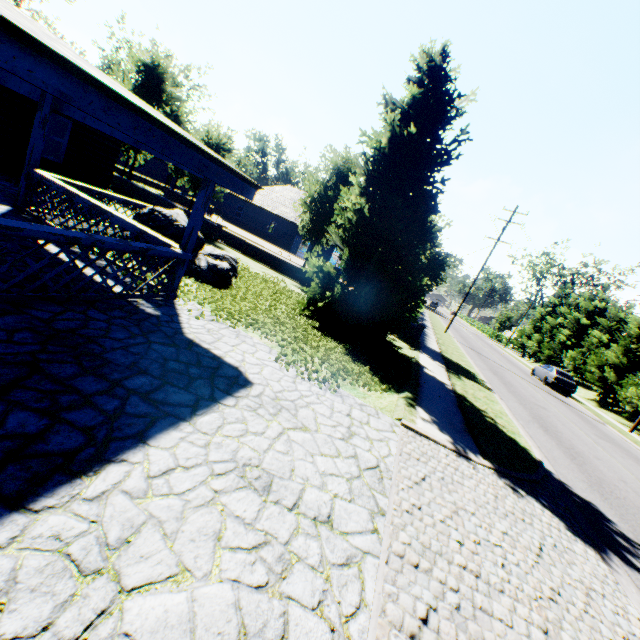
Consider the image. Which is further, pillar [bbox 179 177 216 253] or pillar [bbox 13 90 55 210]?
pillar [bbox 13 90 55 210]

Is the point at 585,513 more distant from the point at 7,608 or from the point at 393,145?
the point at 393,145

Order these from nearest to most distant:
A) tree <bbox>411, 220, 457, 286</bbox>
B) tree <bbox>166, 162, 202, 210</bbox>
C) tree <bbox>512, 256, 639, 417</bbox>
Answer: tree <bbox>411, 220, 457, 286</bbox>
tree <bbox>166, 162, 202, 210</bbox>
tree <bbox>512, 256, 639, 417</bbox>

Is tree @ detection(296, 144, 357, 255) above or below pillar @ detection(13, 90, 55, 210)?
above

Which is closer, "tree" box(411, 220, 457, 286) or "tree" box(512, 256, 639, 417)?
"tree" box(411, 220, 457, 286)

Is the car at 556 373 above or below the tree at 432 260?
below

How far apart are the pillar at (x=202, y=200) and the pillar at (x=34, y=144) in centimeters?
479cm

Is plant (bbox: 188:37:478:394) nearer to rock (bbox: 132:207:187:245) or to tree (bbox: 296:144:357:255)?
rock (bbox: 132:207:187:245)
